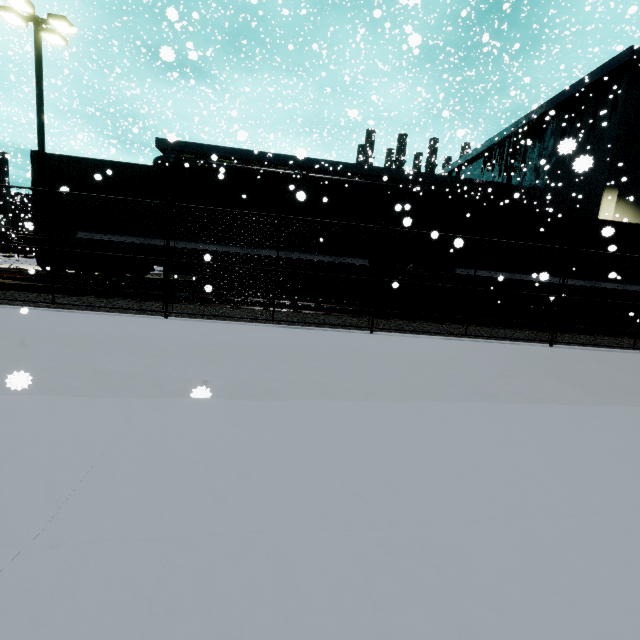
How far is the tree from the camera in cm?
2605

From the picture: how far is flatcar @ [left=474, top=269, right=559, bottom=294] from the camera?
12.2 meters

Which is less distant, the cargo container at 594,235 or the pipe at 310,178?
the cargo container at 594,235

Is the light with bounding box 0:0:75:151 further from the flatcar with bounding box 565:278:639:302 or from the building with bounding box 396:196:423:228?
the flatcar with bounding box 565:278:639:302

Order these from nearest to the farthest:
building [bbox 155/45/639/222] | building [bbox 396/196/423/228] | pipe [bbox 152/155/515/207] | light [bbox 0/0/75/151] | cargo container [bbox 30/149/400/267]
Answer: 1. building [bbox 396/196/423/228]
2. cargo container [bbox 30/149/400/267]
3. light [bbox 0/0/75/151]
4. building [bbox 155/45/639/222]
5. pipe [bbox 152/155/515/207]

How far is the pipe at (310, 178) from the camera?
25.61m

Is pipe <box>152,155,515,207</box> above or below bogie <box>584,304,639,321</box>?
above

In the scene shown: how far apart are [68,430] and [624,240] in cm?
1778
